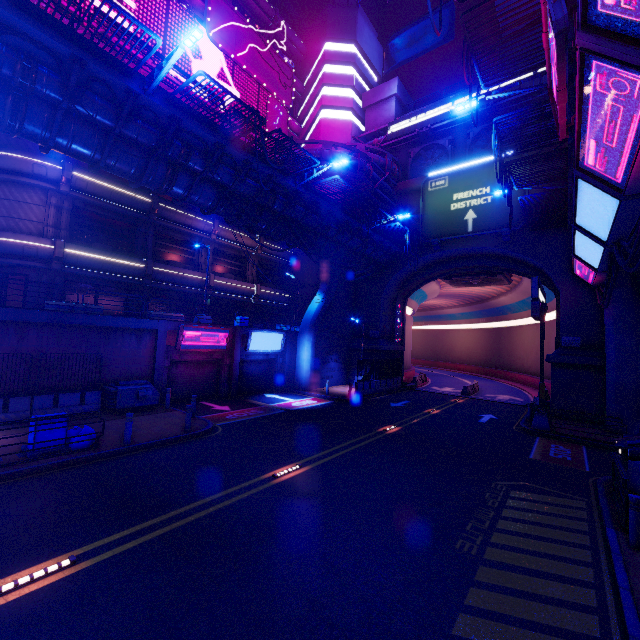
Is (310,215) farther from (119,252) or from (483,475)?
(483,475)

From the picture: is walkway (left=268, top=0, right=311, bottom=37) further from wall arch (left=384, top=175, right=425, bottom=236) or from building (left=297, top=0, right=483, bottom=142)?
wall arch (left=384, top=175, right=425, bottom=236)

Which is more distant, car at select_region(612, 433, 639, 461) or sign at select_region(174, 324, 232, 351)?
sign at select_region(174, 324, 232, 351)

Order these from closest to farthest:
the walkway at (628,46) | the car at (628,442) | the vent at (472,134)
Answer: the walkway at (628,46)
the car at (628,442)
the vent at (472,134)

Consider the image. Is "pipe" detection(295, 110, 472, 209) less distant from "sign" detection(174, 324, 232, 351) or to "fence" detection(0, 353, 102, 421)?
"sign" detection(174, 324, 232, 351)

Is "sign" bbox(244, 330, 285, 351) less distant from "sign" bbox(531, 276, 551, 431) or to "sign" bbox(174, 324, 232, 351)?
"sign" bbox(174, 324, 232, 351)

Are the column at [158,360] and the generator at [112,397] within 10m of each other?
yes

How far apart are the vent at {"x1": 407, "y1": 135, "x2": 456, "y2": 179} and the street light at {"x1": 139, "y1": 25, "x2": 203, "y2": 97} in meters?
24.8
